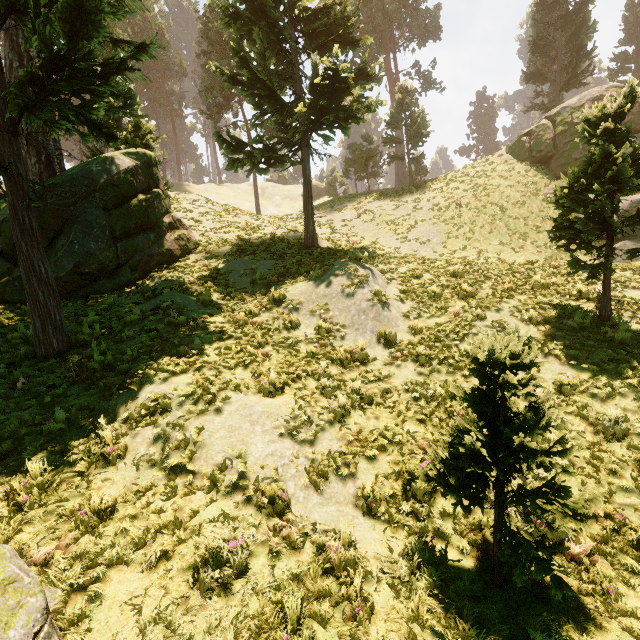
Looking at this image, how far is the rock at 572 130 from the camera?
19.55m

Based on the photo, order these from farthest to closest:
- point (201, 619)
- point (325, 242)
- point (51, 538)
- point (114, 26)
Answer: point (114, 26), point (325, 242), point (51, 538), point (201, 619)

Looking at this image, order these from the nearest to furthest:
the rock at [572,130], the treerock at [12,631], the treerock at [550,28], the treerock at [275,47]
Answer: the treerock at [12,631]
the treerock at [275,47]
the rock at [572,130]
the treerock at [550,28]

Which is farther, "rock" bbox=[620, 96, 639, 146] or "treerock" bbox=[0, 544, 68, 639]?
"rock" bbox=[620, 96, 639, 146]

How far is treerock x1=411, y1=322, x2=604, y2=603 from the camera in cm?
357

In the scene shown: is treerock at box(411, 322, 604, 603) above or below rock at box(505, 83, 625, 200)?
below

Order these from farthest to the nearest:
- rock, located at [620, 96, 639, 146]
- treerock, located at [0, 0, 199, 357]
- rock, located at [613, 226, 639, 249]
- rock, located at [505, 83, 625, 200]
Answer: rock, located at [505, 83, 625, 200] < rock, located at [620, 96, 639, 146] < rock, located at [613, 226, 639, 249] < treerock, located at [0, 0, 199, 357]

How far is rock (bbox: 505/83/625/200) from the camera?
19.5 meters
